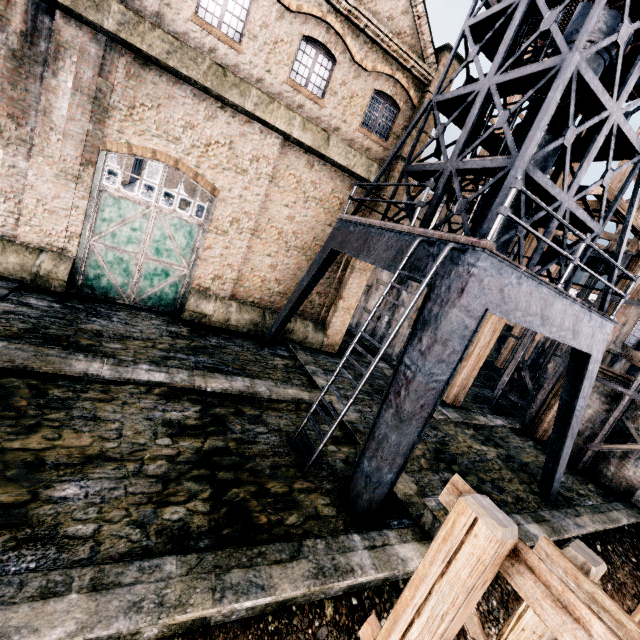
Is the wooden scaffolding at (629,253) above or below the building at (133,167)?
above

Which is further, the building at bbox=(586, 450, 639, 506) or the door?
the building at bbox=(586, 450, 639, 506)

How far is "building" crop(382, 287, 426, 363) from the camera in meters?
21.8

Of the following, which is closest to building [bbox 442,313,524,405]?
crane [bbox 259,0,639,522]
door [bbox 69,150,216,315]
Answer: door [bbox 69,150,216,315]

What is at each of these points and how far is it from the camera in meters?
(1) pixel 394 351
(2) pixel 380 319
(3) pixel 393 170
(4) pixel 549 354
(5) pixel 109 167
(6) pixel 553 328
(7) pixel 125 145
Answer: (1) building, 22.7
(2) building, 24.8
(3) building, 16.0
(4) wooden scaffolding, 21.1
(5) door, 12.2
(6) crane, 9.1
(7) building, 12.0

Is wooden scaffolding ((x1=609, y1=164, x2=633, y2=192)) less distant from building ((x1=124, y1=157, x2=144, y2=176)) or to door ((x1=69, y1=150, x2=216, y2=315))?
building ((x1=124, y1=157, x2=144, y2=176))

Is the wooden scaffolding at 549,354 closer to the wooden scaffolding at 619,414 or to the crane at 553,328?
the wooden scaffolding at 619,414
